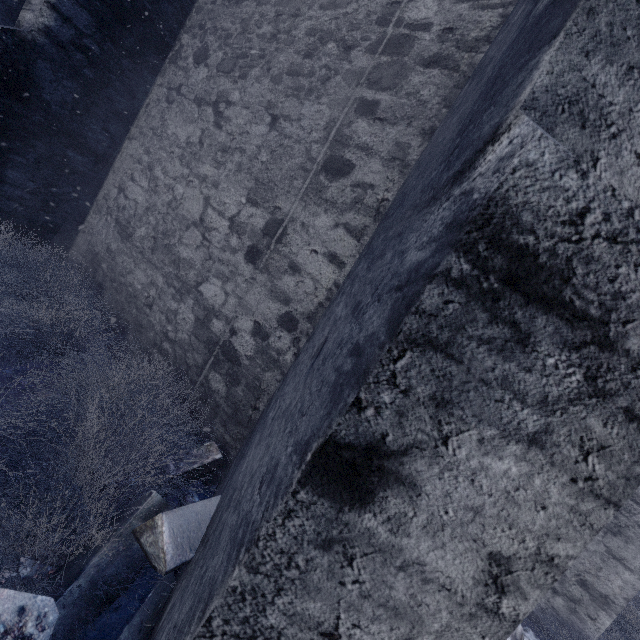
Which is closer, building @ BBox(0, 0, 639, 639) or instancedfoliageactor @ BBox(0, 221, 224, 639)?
building @ BBox(0, 0, 639, 639)

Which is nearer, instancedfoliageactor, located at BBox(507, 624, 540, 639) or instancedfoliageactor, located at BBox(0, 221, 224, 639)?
instancedfoliageactor, located at BBox(0, 221, 224, 639)

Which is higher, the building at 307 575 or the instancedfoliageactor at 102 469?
the building at 307 575

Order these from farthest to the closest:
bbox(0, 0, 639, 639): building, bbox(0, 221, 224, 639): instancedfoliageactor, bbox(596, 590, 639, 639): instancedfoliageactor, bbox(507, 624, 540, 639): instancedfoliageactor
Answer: bbox(596, 590, 639, 639): instancedfoliageactor → bbox(507, 624, 540, 639): instancedfoliageactor → bbox(0, 221, 224, 639): instancedfoliageactor → bbox(0, 0, 639, 639): building

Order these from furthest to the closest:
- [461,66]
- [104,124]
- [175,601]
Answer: [104,124], [461,66], [175,601]

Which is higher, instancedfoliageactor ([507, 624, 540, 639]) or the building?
the building

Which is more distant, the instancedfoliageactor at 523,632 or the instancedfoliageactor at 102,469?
the instancedfoliageactor at 523,632
